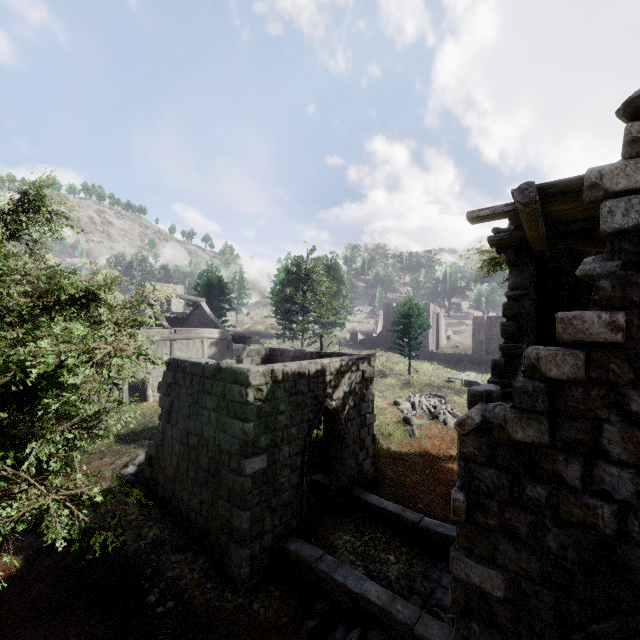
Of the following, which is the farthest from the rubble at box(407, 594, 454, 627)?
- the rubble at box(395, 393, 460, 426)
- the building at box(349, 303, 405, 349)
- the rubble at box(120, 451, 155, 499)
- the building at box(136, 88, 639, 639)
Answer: the building at box(349, 303, 405, 349)

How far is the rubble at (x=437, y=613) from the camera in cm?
639

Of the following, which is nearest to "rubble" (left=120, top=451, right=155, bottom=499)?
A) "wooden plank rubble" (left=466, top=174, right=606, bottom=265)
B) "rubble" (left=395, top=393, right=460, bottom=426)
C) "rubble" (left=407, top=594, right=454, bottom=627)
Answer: "rubble" (left=407, top=594, right=454, bottom=627)

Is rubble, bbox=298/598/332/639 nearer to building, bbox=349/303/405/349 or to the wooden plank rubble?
the wooden plank rubble

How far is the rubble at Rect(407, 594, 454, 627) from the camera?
6.4 meters

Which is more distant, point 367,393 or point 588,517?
point 367,393

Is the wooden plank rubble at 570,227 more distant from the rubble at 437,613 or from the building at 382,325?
the building at 382,325

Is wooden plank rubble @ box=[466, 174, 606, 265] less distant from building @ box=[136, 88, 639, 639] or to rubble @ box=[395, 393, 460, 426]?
building @ box=[136, 88, 639, 639]
